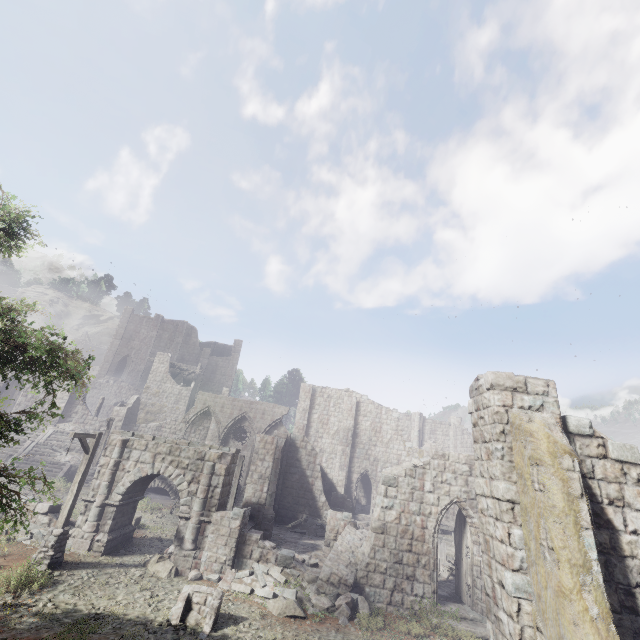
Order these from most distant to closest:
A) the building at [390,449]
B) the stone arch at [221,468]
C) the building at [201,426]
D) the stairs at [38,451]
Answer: the building at [201,426], the stairs at [38,451], the stone arch at [221,468], the building at [390,449]

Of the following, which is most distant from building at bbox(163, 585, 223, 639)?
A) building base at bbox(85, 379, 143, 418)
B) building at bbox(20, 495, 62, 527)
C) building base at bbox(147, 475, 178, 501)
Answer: building base at bbox(85, 379, 143, 418)

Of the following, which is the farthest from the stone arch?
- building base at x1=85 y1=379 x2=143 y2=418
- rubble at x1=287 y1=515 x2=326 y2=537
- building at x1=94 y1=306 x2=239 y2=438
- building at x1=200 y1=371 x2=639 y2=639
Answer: building base at x1=85 y1=379 x2=143 y2=418

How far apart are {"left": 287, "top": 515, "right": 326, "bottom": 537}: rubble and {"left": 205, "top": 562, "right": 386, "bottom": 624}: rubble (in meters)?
7.71

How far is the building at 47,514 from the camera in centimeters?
1451cm

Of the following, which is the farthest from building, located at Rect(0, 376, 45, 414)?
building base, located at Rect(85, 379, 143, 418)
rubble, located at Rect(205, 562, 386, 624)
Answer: building base, located at Rect(85, 379, 143, 418)

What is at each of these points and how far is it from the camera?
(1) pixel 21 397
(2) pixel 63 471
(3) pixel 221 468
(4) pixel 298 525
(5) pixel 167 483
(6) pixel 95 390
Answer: (1) building, 31.2 meters
(2) stairs, 23.7 meters
(3) stone arch, 15.3 meters
(4) rubble, 21.7 meters
(5) building base, 25.8 meters
(6) building base, 46.9 meters

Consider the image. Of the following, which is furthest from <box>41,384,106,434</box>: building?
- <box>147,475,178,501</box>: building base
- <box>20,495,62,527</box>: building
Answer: <box>20,495,62,527</box>: building
